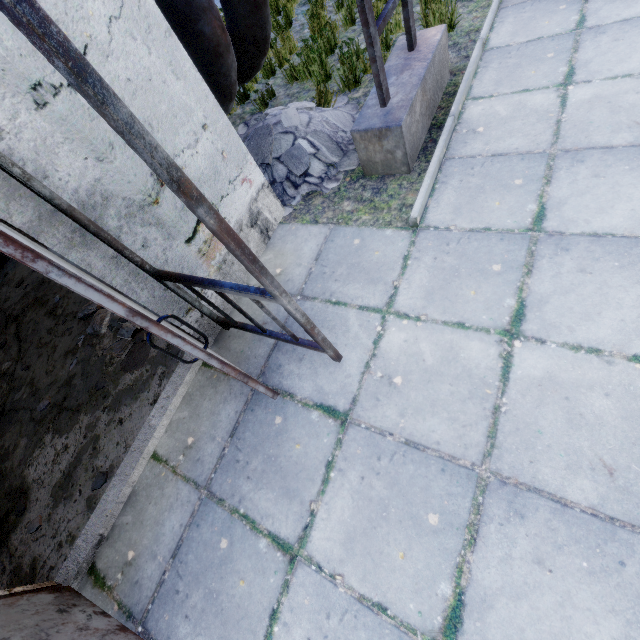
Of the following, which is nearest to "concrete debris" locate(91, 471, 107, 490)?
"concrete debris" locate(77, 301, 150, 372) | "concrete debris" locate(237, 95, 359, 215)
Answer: "concrete debris" locate(77, 301, 150, 372)

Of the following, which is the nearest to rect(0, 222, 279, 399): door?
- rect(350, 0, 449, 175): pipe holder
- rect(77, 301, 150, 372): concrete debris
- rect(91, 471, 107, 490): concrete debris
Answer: rect(77, 301, 150, 372): concrete debris

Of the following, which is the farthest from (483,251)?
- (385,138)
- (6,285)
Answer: (6,285)

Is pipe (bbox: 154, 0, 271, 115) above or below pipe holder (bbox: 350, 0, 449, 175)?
above

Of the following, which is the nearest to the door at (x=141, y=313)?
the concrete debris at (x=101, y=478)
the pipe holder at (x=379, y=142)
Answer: the concrete debris at (x=101, y=478)

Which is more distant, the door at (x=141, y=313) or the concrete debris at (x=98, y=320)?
the concrete debris at (x=98, y=320)

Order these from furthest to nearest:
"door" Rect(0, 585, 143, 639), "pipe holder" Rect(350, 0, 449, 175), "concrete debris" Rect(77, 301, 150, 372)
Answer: "concrete debris" Rect(77, 301, 150, 372)
"pipe holder" Rect(350, 0, 449, 175)
"door" Rect(0, 585, 143, 639)

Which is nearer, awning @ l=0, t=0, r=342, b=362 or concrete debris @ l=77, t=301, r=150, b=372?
awning @ l=0, t=0, r=342, b=362
